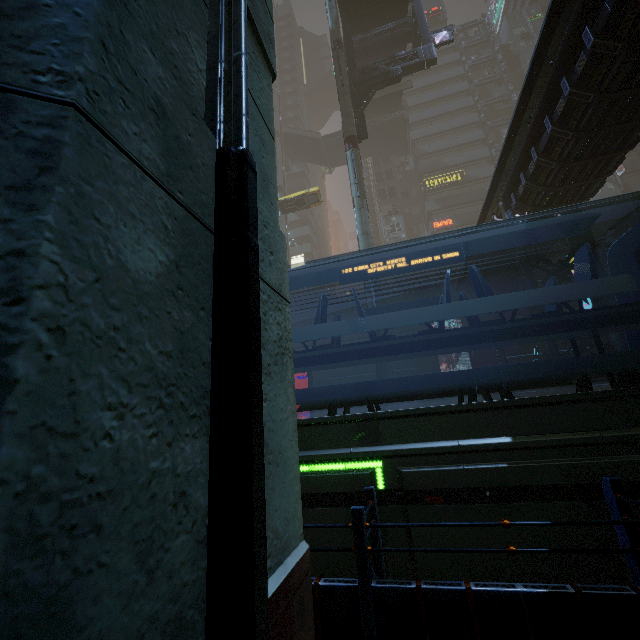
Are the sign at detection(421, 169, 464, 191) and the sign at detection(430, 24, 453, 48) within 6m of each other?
no

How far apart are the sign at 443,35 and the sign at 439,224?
20.2m

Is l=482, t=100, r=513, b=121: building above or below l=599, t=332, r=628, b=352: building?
above

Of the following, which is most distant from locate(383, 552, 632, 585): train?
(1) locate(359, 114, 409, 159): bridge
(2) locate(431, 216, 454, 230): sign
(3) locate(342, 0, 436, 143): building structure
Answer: (1) locate(359, 114, 409, 159): bridge

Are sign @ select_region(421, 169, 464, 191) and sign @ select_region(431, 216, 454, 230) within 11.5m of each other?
yes

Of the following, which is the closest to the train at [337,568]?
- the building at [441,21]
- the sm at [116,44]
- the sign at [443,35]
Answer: the building at [441,21]

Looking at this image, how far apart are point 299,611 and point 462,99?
57.74m

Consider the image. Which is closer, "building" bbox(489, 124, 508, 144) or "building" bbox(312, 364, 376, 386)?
"building" bbox(312, 364, 376, 386)
